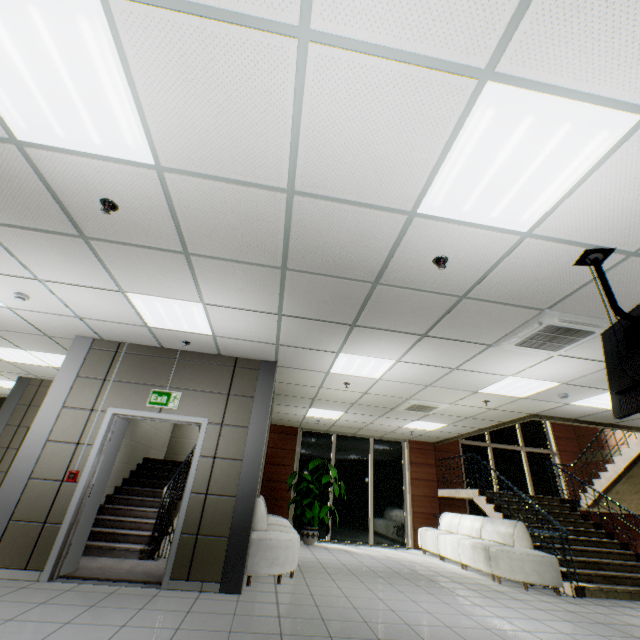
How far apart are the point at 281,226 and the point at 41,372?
8.4m

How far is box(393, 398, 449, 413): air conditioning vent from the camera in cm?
719

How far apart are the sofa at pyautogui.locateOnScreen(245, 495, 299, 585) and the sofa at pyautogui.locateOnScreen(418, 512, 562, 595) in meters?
4.0 m

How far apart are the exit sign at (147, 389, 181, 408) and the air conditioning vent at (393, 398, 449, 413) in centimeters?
468cm

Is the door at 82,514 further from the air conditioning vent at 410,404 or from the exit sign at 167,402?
the air conditioning vent at 410,404

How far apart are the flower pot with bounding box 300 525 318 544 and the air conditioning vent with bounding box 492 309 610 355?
7.6m

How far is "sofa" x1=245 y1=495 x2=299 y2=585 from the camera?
4.8 meters

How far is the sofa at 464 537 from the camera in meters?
6.0
